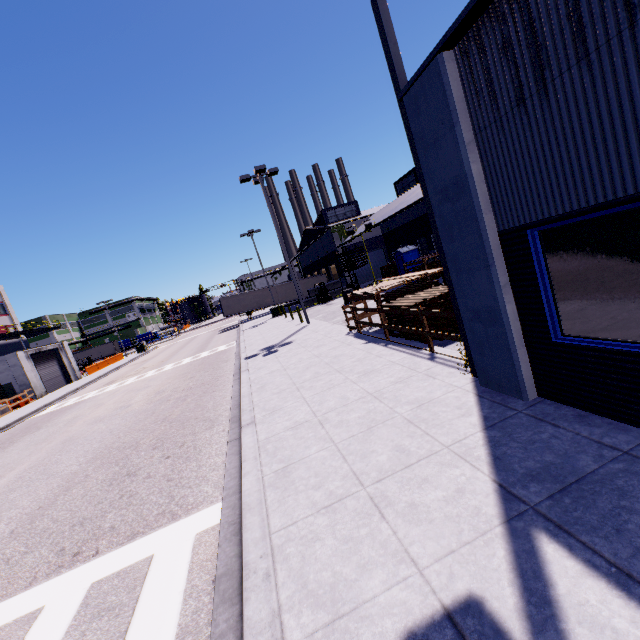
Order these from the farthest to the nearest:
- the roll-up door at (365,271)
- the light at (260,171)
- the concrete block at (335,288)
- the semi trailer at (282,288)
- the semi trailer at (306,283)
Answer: the semi trailer at (306,283) → the semi trailer at (282,288) → the roll-up door at (365,271) → the concrete block at (335,288) → the light at (260,171)

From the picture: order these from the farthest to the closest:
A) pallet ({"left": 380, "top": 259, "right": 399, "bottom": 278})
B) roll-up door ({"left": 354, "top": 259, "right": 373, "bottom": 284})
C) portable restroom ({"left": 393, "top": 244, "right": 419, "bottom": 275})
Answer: roll-up door ({"left": 354, "top": 259, "right": 373, "bottom": 284})
pallet ({"left": 380, "top": 259, "right": 399, "bottom": 278})
portable restroom ({"left": 393, "top": 244, "right": 419, "bottom": 275})

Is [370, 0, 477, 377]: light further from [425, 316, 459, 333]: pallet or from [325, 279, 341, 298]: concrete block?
[325, 279, 341, 298]: concrete block

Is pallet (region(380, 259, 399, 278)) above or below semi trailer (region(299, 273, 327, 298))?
below

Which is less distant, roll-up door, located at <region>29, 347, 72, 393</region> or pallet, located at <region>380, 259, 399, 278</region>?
pallet, located at <region>380, 259, 399, 278</region>

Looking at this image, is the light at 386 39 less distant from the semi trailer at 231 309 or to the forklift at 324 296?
the semi trailer at 231 309

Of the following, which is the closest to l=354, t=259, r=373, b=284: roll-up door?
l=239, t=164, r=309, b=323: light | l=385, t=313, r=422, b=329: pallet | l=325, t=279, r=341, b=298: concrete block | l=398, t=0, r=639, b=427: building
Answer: l=398, t=0, r=639, b=427: building

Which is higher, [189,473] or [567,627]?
[567,627]
